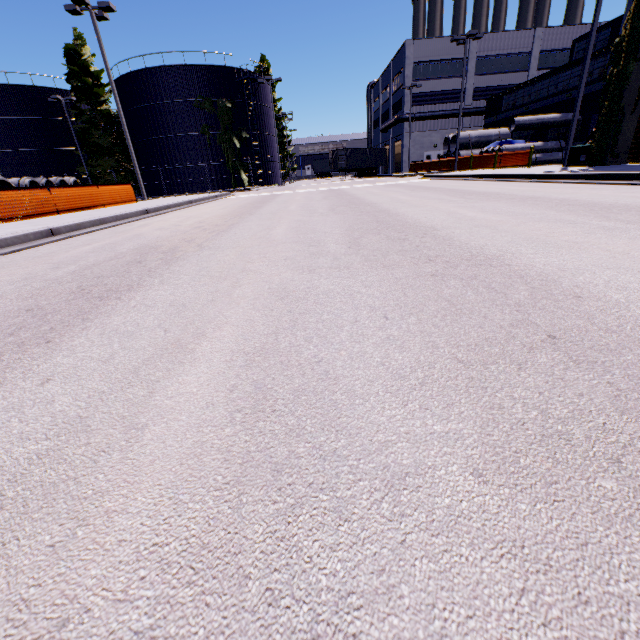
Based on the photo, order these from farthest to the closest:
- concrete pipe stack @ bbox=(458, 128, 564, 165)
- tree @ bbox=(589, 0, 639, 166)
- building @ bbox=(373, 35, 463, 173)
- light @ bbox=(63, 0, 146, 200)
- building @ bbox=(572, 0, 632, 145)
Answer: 1. building @ bbox=(373, 35, 463, 173)
2. concrete pipe stack @ bbox=(458, 128, 564, 165)
3. building @ bbox=(572, 0, 632, 145)
4. light @ bbox=(63, 0, 146, 200)
5. tree @ bbox=(589, 0, 639, 166)

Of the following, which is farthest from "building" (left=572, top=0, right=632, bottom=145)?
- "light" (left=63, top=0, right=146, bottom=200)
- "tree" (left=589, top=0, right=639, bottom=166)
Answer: "light" (left=63, top=0, right=146, bottom=200)

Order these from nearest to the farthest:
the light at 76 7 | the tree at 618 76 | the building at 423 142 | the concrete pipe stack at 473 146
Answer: the tree at 618 76, the light at 76 7, the concrete pipe stack at 473 146, the building at 423 142

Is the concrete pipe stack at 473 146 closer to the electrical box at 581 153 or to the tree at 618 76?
the tree at 618 76

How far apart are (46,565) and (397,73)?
57.5m

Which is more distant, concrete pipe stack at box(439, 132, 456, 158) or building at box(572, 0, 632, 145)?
concrete pipe stack at box(439, 132, 456, 158)

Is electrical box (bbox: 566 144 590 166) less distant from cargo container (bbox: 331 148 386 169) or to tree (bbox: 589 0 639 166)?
tree (bbox: 589 0 639 166)

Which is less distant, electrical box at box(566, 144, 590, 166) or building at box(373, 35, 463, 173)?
electrical box at box(566, 144, 590, 166)
